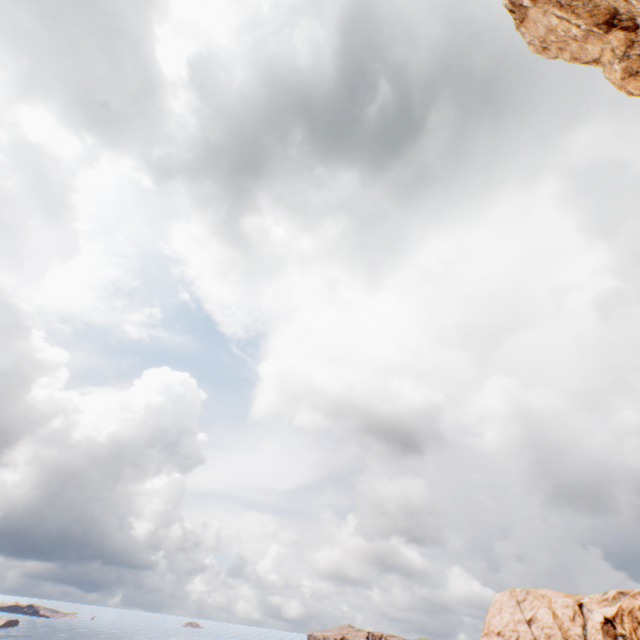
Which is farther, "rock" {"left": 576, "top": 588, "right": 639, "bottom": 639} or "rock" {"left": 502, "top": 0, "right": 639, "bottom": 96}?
"rock" {"left": 576, "top": 588, "right": 639, "bottom": 639}

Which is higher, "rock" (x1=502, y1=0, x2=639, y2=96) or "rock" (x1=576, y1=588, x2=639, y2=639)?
"rock" (x1=502, y1=0, x2=639, y2=96)

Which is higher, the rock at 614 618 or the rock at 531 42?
the rock at 531 42

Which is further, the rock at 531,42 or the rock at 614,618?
the rock at 614,618

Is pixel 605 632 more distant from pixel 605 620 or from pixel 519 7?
pixel 519 7
